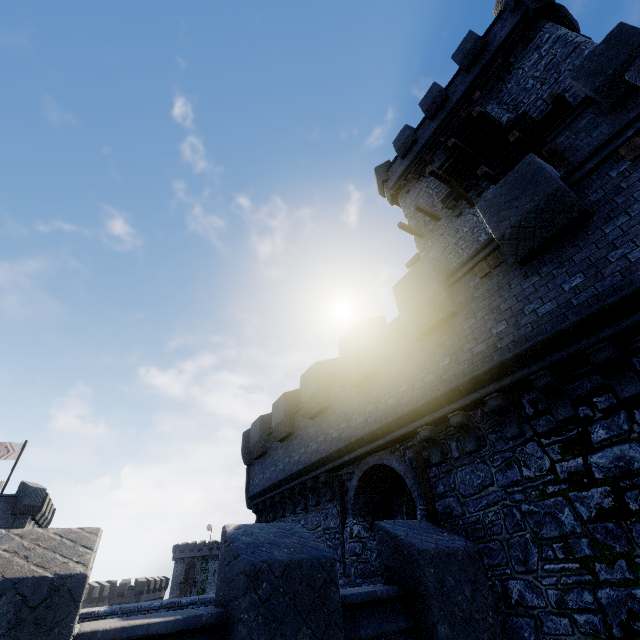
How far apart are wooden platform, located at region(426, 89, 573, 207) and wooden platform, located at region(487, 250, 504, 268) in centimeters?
885cm

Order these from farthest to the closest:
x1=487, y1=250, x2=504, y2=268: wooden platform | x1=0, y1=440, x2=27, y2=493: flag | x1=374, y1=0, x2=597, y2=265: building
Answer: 1. x1=0, y1=440, x2=27, y2=493: flag
2. x1=374, y1=0, x2=597, y2=265: building
3. x1=487, y1=250, x2=504, y2=268: wooden platform

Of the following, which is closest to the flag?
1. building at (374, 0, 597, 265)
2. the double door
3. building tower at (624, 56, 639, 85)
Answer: building tower at (624, 56, 639, 85)

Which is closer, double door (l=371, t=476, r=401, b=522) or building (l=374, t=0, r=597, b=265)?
double door (l=371, t=476, r=401, b=522)

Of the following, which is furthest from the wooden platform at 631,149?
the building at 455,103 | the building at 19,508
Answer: the building at 19,508

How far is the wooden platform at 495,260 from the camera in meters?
6.9

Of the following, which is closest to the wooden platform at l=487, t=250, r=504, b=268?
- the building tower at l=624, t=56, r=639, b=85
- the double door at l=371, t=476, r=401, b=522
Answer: the building tower at l=624, t=56, r=639, b=85

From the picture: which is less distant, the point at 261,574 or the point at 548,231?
the point at 261,574
